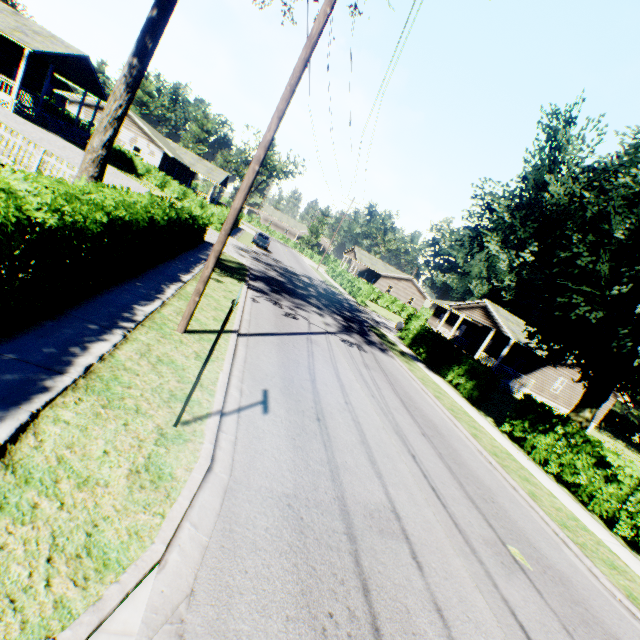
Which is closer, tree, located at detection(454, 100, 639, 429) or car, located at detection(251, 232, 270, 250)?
tree, located at detection(454, 100, 639, 429)

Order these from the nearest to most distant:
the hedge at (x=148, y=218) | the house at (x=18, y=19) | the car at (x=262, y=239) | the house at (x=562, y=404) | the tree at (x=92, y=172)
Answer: the hedge at (x=148, y=218) → the tree at (x=92, y=172) → the house at (x=18, y=19) → the house at (x=562, y=404) → the car at (x=262, y=239)

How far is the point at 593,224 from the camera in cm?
1140

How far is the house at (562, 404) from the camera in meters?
29.8

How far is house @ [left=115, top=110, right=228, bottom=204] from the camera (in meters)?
36.78

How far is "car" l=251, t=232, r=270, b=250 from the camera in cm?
3607

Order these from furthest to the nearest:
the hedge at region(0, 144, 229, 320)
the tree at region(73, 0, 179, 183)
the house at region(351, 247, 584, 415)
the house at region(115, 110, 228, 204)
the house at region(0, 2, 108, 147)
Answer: the house at region(115, 110, 228, 204), the house at region(351, 247, 584, 415), the house at region(0, 2, 108, 147), the tree at region(73, 0, 179, 183), the hedge at region(0, 144, 229, 320)

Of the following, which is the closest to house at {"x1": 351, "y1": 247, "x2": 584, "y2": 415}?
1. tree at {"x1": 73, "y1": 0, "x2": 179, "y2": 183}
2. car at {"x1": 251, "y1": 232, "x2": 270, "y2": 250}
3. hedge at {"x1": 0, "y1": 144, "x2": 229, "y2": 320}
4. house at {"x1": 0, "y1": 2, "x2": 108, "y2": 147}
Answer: hedge at {"x1": 0, "y1": 144, "x2": 229, "y2": 320}
